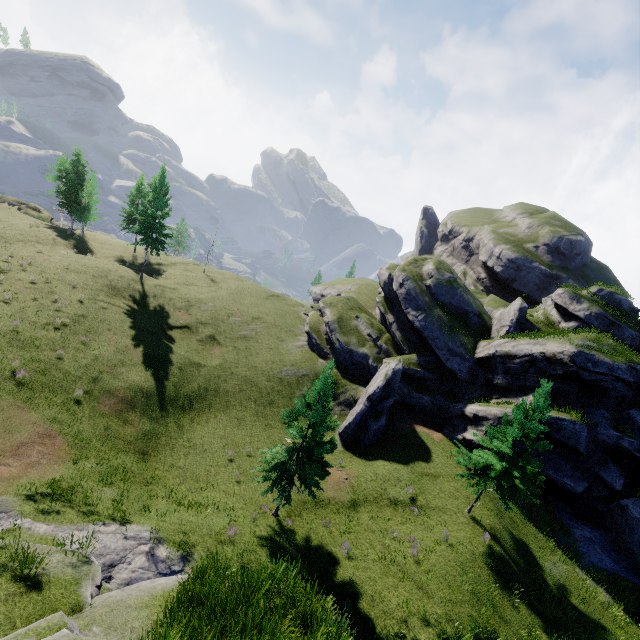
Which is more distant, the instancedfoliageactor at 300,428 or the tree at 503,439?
the tree at 503,439

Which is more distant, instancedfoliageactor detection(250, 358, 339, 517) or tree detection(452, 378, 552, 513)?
tree detection(452, 378, 552, 513)

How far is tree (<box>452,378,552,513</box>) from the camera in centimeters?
1884cm

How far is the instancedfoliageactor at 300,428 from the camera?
16.9m

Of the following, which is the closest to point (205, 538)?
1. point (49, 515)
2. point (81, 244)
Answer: point (49, 515)

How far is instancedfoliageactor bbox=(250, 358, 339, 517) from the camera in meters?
16.9
